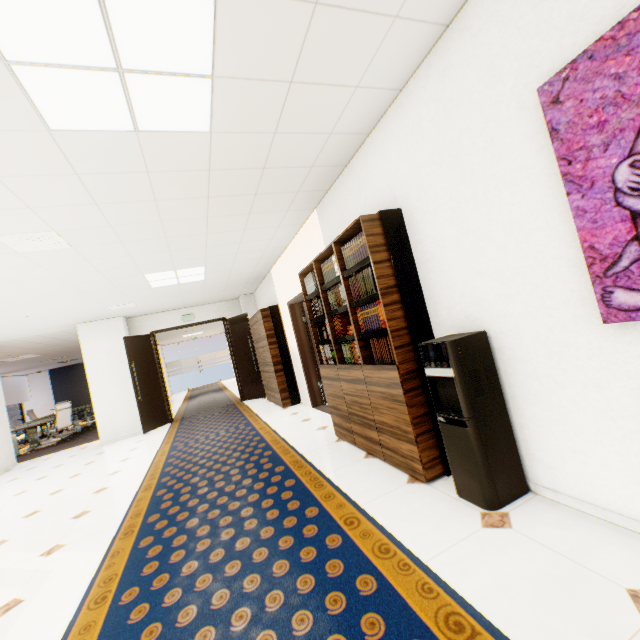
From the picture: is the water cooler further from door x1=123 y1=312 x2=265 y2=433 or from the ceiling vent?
door x1=123 y1=312 x2=265 y2=433

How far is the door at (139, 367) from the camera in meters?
8.0 m

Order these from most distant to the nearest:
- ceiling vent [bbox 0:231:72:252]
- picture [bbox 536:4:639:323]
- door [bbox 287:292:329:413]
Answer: door [bbox 287:292:329:413] < ceiling vent [bbox 0:231:72:252] < picture [bbox 536:4:639:323]

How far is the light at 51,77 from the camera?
1.7 meters

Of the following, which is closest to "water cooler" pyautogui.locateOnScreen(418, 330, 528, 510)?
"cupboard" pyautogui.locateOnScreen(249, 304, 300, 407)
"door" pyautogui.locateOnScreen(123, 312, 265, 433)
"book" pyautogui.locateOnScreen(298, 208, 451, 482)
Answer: "book" pyautogui.locateOnScreen(298, 208, 451, 482)

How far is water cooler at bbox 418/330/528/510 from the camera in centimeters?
204cm

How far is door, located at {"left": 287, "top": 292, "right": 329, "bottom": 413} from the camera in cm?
623

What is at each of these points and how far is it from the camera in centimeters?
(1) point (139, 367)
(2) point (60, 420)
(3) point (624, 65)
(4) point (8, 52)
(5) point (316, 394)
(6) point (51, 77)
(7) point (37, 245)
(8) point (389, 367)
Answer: (1) door, 813cm
(2) chair, 964cm
(3) picture, 127cm
(4) light, 154cm
(5) door, 627cm
(6) light, 171cm
(7) ceiling vent, 347cm
(8) book, 263cm
